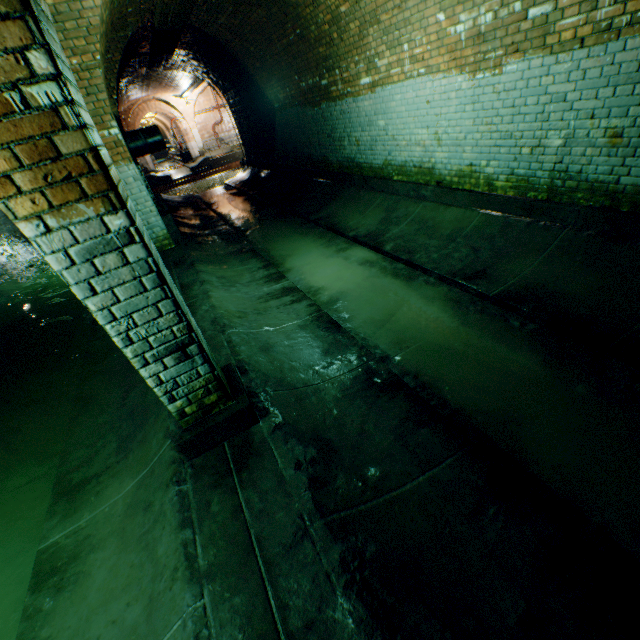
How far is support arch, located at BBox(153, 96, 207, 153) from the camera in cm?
2369

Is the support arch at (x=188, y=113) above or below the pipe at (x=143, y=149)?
above

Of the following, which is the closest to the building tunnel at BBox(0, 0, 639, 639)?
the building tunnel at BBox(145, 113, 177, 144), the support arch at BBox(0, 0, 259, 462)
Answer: the support arch at BBox(0, 0, 259, 462)

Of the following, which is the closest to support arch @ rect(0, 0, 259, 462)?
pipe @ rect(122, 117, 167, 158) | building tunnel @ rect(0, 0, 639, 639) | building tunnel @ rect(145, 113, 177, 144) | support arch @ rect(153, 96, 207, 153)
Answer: building tunnel @ rect(0, 0, 639, 639)

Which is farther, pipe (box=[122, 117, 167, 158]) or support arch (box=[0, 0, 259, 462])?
pipe (box=[122, 117, 167, 158])

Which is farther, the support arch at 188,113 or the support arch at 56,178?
the support arch at 188,113

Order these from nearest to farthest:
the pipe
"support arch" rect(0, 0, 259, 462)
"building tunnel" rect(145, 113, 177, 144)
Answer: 1. "support arch" rect(0, 0, 259, 462)
2. the pipe
3. "building tunnel" rect(145, 113, 177, 144)

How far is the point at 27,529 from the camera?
2.9m
